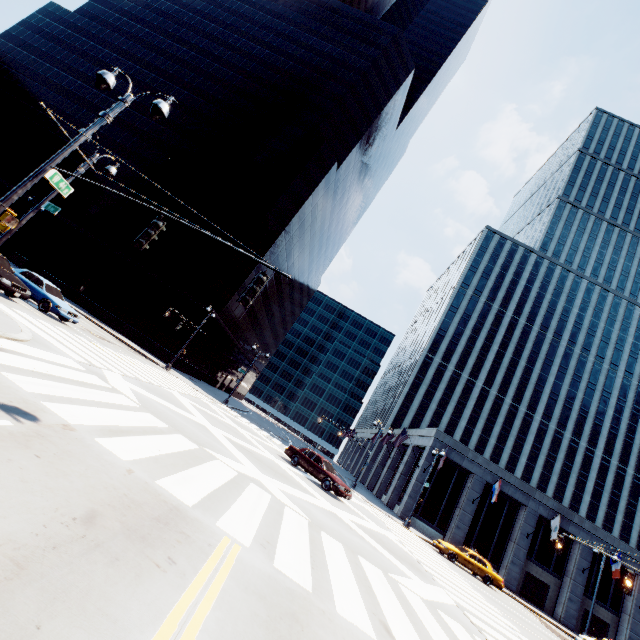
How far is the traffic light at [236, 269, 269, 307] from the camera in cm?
695

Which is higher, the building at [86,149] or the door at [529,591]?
the building at [86,149]

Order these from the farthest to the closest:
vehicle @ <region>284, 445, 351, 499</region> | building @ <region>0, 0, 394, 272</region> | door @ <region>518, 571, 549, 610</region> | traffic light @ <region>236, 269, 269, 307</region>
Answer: building @ <region>0, 0, 394, 272</region>, door @ <region>518, 571, 549, 610</region>, vehicle @ <region>284, 445, 351, 499</region>, traffic light @ <region>236, 269, 269, 307</region>

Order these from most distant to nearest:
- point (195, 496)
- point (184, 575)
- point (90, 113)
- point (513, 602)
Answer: point (90, 113), point (513, 602), point (195, 496), point (184, 575)

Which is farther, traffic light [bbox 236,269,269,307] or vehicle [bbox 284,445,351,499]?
vehicle [bbox 284,445,351,499]

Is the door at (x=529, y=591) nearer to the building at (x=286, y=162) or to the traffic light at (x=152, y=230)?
the building at (x=286, y=162)

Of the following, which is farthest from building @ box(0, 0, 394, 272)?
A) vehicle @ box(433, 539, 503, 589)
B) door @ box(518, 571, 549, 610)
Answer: door @ box(518, 571, 549, 610)

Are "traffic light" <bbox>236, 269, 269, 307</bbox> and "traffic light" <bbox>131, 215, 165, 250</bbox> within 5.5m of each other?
yes
